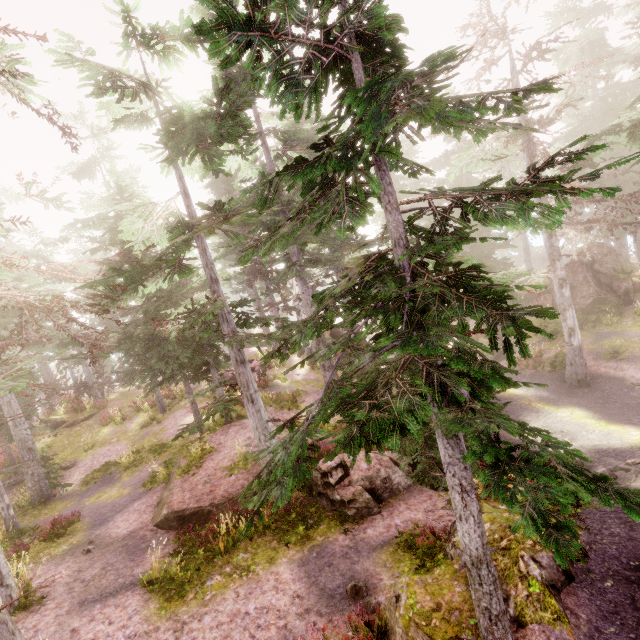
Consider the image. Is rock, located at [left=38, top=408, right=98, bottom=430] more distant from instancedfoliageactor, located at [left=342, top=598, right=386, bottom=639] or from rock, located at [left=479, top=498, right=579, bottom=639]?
rock, located at [left=479, top=498, right=579, bottom=639]

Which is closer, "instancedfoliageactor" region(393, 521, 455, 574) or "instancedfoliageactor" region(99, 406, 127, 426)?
"instancedfoliageactor" region(393, 521, 455, 574)

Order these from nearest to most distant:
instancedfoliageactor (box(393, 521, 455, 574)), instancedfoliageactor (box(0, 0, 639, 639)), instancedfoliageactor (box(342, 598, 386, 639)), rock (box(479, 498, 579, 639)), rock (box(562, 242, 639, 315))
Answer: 1. instancedfoliageactor (box(0, 0, 639, 639))
2. rock (box(479, 498, 579, 639))
3. instancedfoliageactor (box(342, 598, 386, 639))
4. instancedfoliageactor (box(393, 521, 455, 574))
5. rock (box(562, 242, 639, 315))

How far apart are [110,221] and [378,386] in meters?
18.6 m

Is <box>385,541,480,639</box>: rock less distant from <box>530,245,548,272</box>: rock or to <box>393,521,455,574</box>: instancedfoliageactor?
<box>393,521,455,574</box>: instancedfoliageactor

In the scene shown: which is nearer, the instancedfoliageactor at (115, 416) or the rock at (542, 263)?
the instancedfoliageactor at (115, 416)

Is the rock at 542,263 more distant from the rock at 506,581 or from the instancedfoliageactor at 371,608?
the rock at 506,581

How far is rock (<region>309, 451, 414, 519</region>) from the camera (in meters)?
11.20
